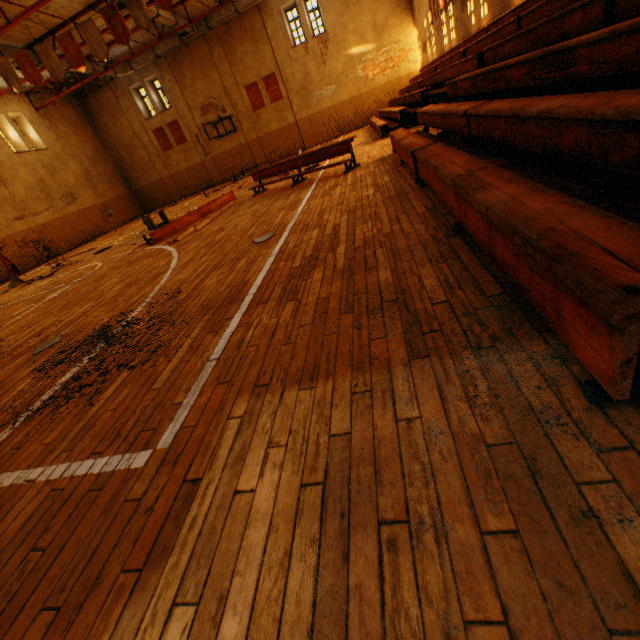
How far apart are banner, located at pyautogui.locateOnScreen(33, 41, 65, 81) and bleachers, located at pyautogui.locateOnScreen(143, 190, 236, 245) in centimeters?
840cm

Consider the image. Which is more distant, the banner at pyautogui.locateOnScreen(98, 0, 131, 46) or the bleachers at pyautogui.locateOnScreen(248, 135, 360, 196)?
the banner at pyautogui.locateOnScreen(98, 0, 131, 46)

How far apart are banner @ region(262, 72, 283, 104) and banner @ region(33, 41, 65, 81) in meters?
12.9

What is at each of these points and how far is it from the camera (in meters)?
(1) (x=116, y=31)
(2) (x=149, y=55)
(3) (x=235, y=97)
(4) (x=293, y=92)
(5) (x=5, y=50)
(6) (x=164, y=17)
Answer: (1) banner, 11.81
(2) vent duct, 20.84
(3) wall pilaster, 22.61
(4) wall pilaster, 22.12
(5) vent duct, 14.40
(6) vent duct, 16.50

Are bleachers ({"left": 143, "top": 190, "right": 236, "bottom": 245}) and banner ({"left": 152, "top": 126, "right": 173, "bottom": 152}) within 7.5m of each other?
no

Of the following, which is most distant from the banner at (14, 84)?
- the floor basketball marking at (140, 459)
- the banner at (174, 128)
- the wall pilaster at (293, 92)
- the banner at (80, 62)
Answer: the wall pilaster at (293, 92)

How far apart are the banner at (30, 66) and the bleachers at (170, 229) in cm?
922

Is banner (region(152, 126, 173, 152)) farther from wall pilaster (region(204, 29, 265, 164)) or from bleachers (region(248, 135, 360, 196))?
bleachers (region(248, 135, 360, 196))
